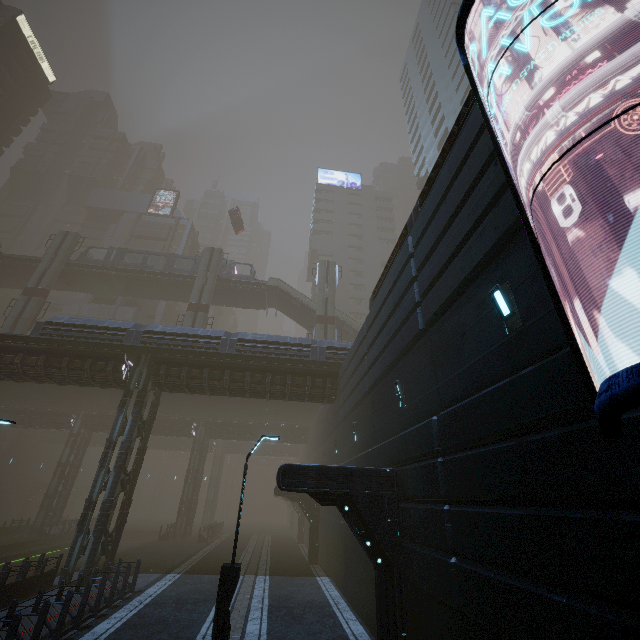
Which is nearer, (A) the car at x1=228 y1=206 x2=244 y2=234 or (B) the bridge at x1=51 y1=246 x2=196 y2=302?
(B) the bridge at x1=51 y1=246 x2=196 y2=302

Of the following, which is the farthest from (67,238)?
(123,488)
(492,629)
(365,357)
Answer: (492,629)

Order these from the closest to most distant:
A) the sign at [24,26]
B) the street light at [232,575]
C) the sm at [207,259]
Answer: the street light at [232,575] < the sm at [207,259] < the sign at [24,26]

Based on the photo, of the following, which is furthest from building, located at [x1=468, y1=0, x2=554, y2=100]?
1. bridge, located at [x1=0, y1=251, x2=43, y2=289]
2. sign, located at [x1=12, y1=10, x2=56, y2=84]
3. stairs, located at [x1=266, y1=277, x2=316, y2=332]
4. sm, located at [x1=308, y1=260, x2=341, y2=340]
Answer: stairs, located at [x1=266, y1=277, x2=316, y2=332]

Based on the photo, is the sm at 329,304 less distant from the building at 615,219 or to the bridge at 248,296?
the building at 615,219

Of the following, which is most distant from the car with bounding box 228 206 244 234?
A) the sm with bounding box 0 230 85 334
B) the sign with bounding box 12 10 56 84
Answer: the sign with bounding box 12 10 56 84

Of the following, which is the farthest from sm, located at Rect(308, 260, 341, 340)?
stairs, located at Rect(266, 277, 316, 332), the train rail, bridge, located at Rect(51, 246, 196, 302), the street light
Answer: the street light

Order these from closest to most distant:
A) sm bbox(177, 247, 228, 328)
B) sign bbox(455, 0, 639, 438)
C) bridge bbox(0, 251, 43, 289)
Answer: sign bbox(455, 0, 639, 438) < sm bbox(177, 247, 228, 328) < bridge bbox(0, 251, 43, 289)
